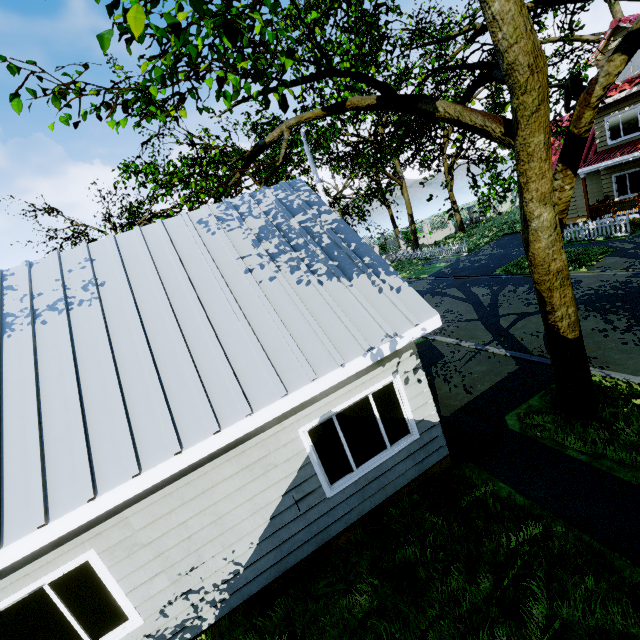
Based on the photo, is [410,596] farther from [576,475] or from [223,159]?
[223,159]

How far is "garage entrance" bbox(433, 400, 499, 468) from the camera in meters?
6.5 m

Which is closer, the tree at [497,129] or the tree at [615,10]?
the tree at [497,129]

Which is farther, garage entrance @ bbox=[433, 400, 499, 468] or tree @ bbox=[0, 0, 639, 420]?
garage entrance @ bbox=[433, 400, 499, 468]

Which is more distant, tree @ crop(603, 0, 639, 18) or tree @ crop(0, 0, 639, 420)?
tree @ crop(603, 0, 639, 18)

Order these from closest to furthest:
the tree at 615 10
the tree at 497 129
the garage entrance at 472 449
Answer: the tree at 497 129 → the garage entrance at 472 449 → the tree at 615 10

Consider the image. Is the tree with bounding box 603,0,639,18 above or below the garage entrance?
above
